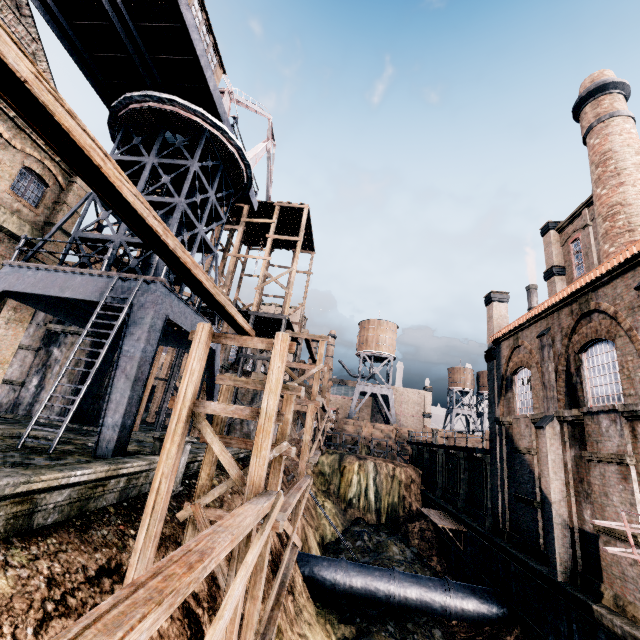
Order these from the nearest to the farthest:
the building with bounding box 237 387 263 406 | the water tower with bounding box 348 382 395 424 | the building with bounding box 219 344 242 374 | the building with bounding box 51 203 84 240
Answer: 1. the building with bounding box 51 203 84 240
2. the building with bounding box 237 387 263 406
3. the building with bounding box 219 344 242 374
4. the water tower with bounding box 348 382 395 424

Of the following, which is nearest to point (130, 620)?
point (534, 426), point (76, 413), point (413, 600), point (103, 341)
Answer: point (103, 341)

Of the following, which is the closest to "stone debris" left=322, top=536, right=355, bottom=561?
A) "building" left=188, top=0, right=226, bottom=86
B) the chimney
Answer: the chimney

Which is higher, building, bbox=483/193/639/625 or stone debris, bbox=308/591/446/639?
building, bbox=483/193/639/625

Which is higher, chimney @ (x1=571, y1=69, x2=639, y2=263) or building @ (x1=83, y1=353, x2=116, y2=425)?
chimney @ (x1=571, y1=69, x2=639, y2=263)

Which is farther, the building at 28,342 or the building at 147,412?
the building at 147,412

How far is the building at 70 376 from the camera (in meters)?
22.31

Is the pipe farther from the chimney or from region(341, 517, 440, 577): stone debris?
the chimney
